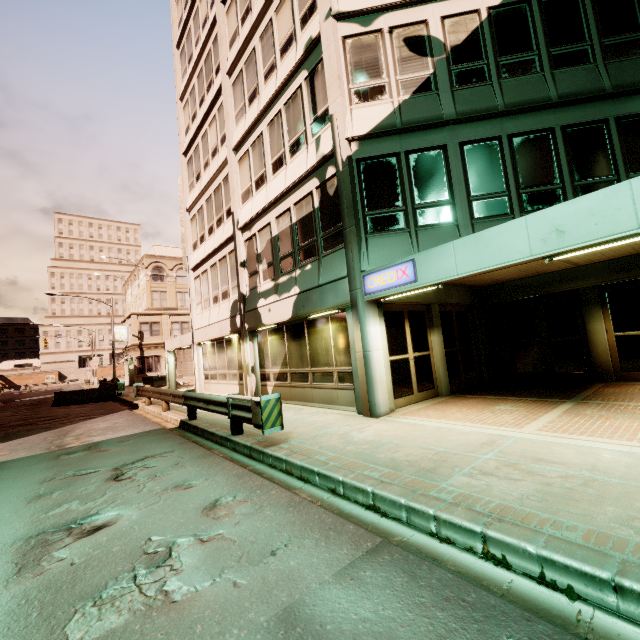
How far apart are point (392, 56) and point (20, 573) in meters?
12.7

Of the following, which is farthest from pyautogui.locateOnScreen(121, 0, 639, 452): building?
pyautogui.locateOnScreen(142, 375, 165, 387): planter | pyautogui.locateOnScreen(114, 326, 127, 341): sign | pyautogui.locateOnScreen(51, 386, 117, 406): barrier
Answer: pyautogui.locateOnScreen(142, 375, 165, 387): planter

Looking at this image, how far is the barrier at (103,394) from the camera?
21.81m

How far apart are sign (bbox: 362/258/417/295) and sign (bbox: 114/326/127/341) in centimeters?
3841cm

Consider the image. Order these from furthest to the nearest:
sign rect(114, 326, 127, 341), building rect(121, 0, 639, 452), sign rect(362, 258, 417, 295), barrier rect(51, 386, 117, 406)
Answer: sign rect(114, 326, 127, 341)
barrier rect(51, 386, 117, 406)
building rect(121, 0, 639, 452)
sign rect(362, 258, 417, 295)

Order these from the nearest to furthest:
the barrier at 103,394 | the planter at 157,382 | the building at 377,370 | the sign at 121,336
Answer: the building at 377,370, the barrier at 103,394, the planter at 157,382, the sign at 121,336

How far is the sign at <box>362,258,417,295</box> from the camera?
7.18m

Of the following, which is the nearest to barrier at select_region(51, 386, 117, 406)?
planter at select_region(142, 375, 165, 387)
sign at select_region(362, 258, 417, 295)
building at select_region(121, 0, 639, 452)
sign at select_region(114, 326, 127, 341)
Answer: building at select_region(121, 0, 639, 452)
